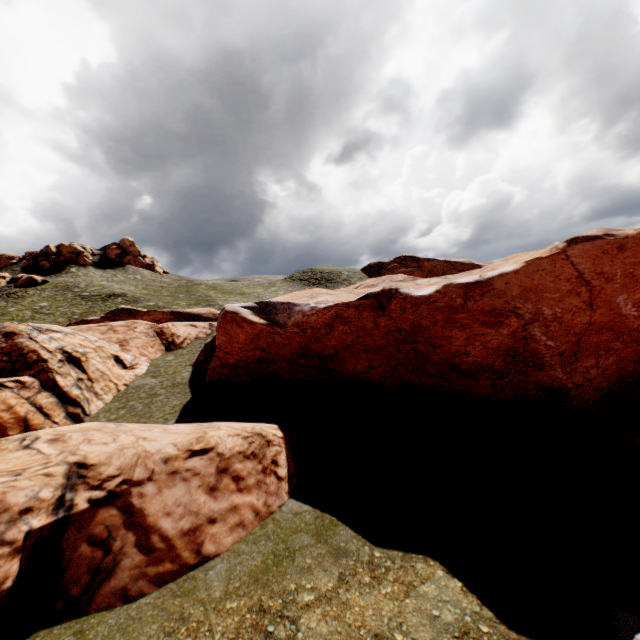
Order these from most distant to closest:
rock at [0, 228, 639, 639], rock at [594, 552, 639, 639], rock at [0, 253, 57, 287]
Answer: rock at [0, 253, 57, 287] → rock at [0, 228, 639, 639] → rock at [594, 552, 639, 639]

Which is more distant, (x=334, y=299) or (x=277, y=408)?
(x=334, y=299)

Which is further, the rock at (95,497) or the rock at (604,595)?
the rock at (95,497)

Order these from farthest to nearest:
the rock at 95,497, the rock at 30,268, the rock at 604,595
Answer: the rock at 30,268
the rock at 95,497
the rock at 604,595

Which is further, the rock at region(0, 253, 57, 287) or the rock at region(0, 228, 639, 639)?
the rock at region(0, 253, 57, 287)

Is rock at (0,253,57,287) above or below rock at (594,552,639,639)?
above

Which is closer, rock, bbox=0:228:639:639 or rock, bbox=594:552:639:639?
rock, bbox=594:552:639:639
